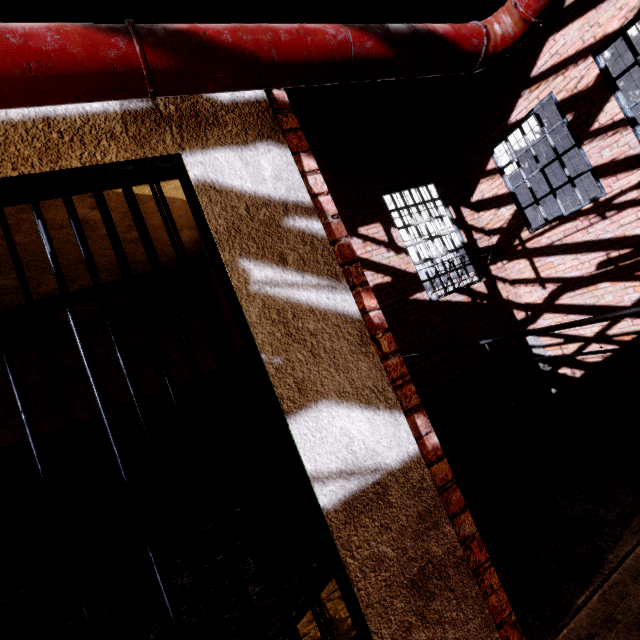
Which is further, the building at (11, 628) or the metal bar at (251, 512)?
the building at (11, 628)

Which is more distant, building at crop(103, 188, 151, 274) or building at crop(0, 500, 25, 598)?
building at crop(0, 500, 25, 598)

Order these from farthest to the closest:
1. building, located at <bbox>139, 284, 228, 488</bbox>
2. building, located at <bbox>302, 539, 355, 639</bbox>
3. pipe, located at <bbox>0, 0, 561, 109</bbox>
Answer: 1. building, located at <bbox>139, 284, 228, 488</bbox>
2. building, located at <bbox>302, 539, 355, 639</bbox>
3. pipe, located at <bbox>0, 0, 561, 109</bbox>

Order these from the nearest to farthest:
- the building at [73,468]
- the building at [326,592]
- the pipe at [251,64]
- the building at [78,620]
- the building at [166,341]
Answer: the pipe at [251,64], the building at [326,592], the building at [78,620], the building at [73,468], the building at [166,341]

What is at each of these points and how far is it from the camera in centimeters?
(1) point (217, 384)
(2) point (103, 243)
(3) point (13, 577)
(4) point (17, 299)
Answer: (1) building, 450cm
(2) building, 259cm
(3) building, 276cm
(4) building, 288cm
